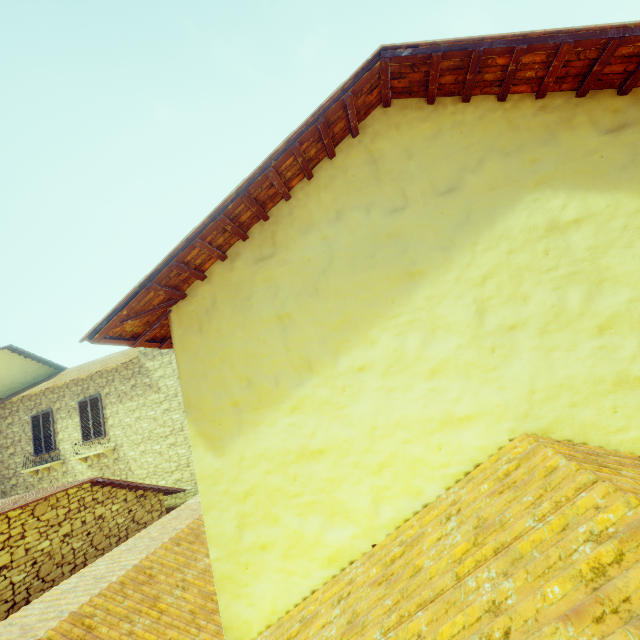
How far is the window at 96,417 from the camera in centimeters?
1241cm

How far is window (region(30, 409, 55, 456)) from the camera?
12.89m

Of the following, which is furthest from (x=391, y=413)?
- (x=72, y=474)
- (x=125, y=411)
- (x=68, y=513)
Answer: (x=72, y=474)
